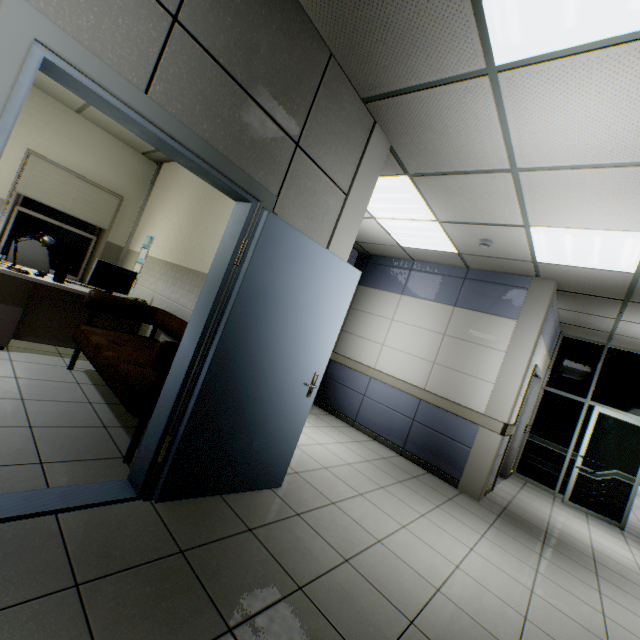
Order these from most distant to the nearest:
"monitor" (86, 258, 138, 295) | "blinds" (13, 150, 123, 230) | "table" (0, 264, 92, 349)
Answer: "blinds" (13, 150, 123, 230), "monitor" (86, 258, 138, 295), "table" (0, 264, 92, 349)

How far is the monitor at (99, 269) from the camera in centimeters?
396cm

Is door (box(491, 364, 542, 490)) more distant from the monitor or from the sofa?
the monitor

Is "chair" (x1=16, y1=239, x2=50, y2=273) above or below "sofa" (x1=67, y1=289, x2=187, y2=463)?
above

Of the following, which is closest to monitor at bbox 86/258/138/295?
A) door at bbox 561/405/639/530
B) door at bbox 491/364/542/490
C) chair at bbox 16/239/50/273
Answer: chair at bbox 16/239/50/273

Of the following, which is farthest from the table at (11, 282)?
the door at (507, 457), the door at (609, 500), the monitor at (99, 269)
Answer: the door at (609, 500)

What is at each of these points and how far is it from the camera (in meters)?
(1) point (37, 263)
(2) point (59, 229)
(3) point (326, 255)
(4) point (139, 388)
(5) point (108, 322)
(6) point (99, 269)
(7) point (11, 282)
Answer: (1) chair, 4.62
(2) window, 5.39
(3) door, 2.54
(4) sofa, 2.40
(5) table, 4.20
(6) monitor, 3.97
(7) table, 3.41

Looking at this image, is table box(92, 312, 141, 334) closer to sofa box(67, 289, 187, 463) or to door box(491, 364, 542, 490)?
sofa box(67, 289, 187, 463)
